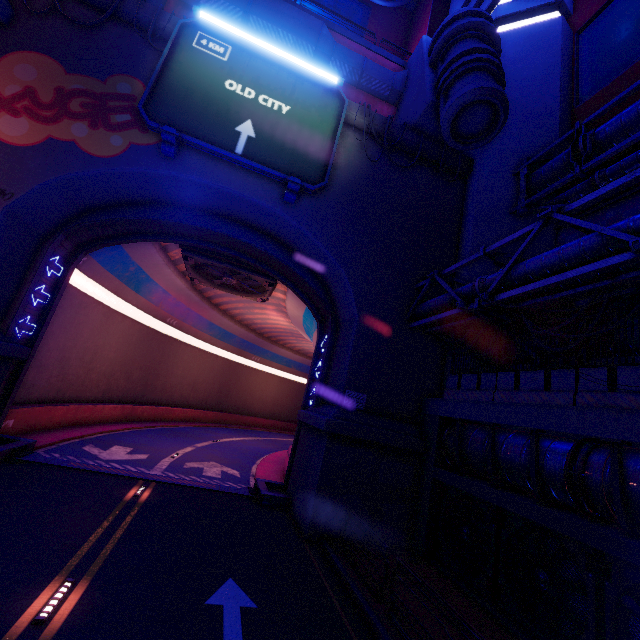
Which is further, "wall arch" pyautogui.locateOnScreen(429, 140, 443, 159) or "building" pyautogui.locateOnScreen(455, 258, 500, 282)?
"wall arch" pyautogui.locateOnScreen(429, 140, 443, 159)

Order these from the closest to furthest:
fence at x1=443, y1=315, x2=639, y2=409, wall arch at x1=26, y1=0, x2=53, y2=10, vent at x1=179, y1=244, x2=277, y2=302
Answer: fence at x1=443, y1=315, x2=639, y2=409 < wall arch at x1=26, y1=0, x2=53, y2=10 < vent at x1=179, y1=244, x2=277, y2=302

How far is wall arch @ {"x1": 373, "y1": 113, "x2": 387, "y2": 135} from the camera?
15.8 meters

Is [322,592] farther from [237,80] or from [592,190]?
[237,80]

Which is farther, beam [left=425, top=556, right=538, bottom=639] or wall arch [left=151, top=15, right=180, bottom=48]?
wall arch [left=151, top=15, right=180, bottom=48]

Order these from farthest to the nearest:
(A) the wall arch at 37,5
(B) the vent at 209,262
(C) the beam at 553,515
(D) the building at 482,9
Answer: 1. (B) the vent at 209,262
2. (D) the building at 482,9
3. (A) the wall arch at 37,5
4. (C) the beam at 553,515

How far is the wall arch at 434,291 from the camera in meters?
15.0
